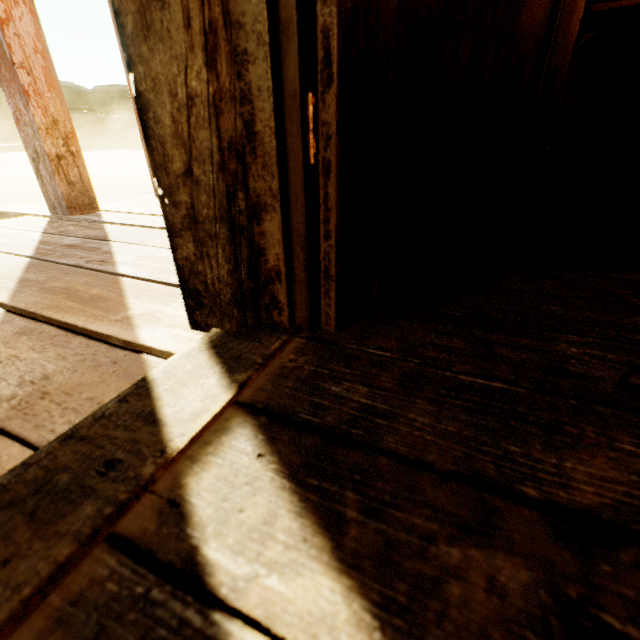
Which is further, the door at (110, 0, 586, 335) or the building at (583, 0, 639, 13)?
the building at (583, 0, 639, 13)

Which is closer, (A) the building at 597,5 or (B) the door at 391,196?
(B) the door at 391,196

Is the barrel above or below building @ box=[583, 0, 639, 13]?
below

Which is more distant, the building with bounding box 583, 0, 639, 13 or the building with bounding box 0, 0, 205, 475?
the building with bounding box 583, 0, 639, 13

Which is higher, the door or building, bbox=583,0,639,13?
building, bbox=583,0,639,13

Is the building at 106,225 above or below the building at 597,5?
below

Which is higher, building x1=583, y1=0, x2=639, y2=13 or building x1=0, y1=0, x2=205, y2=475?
building x1=583, y1=0, x2=639, y2=13

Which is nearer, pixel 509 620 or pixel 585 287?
pixel 509 620
